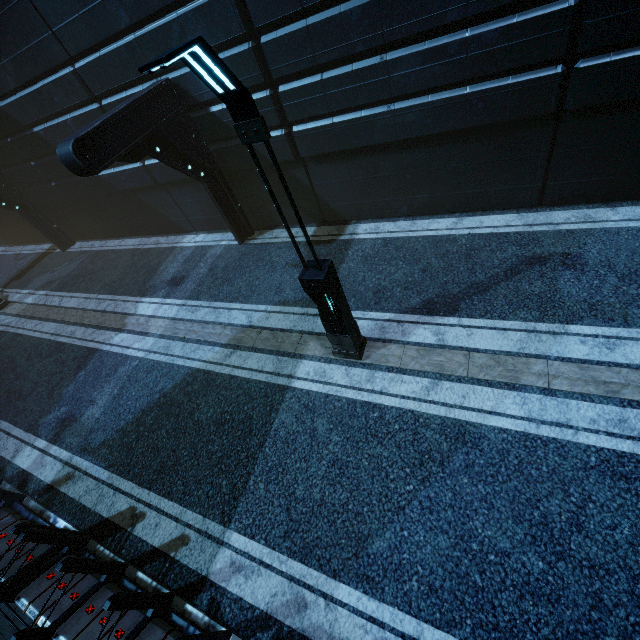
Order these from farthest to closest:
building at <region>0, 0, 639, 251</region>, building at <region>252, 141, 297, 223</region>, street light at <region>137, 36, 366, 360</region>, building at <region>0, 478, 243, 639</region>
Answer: building at <region>252, 141, 297, 223</region>, building at <region>0, 0, 639, 251</region>, building at <region>0, 478, 243, 639</region>, street light at <region>137, 36, 366, 360</region>

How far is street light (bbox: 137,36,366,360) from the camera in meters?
2.9 m

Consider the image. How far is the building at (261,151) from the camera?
9.2m

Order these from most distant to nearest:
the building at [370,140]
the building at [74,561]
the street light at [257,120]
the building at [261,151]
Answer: the building at [261,151], the building at [370,140], the building at [74,561], the street light at [257,120]

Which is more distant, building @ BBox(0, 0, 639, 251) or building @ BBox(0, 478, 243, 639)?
building @ BBox(0, 0, 639, 251)

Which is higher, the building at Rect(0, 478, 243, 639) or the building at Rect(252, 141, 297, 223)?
the building at Rect(252, 141, 297, 223)

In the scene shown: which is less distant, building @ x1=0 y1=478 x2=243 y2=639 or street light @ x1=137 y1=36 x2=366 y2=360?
street light @ x1=137 y1=36 x2=366 y2=360

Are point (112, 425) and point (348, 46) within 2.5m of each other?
no
